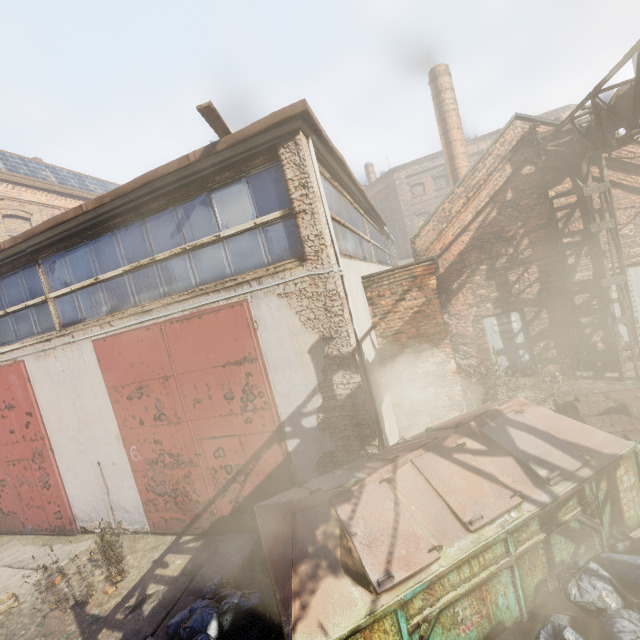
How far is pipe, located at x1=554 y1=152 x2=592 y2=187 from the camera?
7.97m

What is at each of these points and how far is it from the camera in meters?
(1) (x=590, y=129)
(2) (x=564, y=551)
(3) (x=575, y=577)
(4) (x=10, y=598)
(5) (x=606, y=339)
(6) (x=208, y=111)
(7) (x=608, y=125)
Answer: (1) pipe, 7.0
(2) trash container, 3.5
(3) trash bag, 3.2
(4) instancedfoliageactor, 5.8
(5) pipe, 8.4
(6) pallet, 4.5
(7) pipe, 6.3

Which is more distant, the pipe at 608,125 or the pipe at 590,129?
the pipe at 590,129

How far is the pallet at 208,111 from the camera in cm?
442

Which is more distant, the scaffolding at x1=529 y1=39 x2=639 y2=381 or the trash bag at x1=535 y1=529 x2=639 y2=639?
the scaffolding at x1=529 y1=39 x2=639 y2=381

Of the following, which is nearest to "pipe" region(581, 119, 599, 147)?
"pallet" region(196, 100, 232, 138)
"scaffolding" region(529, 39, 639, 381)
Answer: "scaffolding" region(529, 39, 639, 381)

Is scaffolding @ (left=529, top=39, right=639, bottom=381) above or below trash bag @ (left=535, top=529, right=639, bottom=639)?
above
